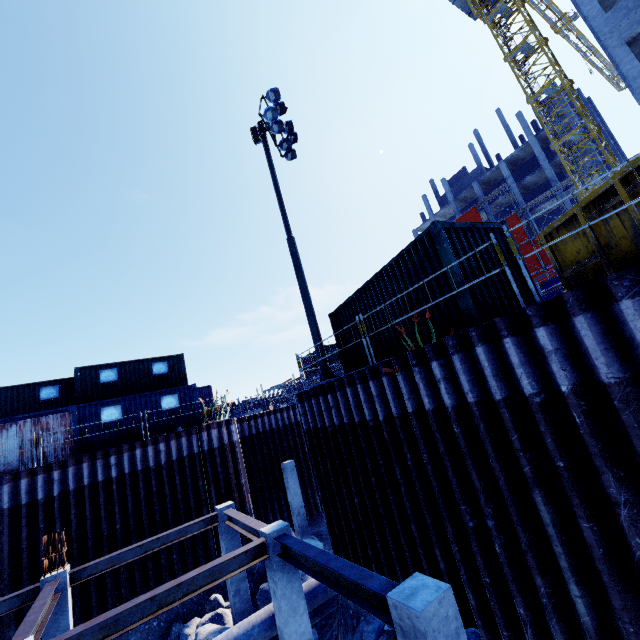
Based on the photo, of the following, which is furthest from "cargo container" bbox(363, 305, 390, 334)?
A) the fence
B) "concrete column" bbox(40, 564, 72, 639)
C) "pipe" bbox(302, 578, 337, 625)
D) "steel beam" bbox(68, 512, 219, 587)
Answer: the fence

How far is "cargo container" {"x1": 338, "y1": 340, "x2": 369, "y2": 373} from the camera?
10.53m

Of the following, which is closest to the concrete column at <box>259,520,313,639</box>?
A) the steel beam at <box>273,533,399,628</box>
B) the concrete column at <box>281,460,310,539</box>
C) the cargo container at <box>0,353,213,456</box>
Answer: the steel beam at <box>273,533,399,628</box>

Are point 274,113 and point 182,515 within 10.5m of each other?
no

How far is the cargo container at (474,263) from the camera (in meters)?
6.81

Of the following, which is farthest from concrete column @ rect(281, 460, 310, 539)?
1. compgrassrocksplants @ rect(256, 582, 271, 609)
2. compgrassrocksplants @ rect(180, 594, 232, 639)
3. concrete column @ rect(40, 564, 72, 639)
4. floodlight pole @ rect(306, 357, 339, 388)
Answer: concrete column @ rect(40, 564, 72, 639)

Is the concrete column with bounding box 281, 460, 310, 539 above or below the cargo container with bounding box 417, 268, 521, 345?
below

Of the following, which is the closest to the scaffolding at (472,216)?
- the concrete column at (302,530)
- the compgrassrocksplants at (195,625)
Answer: the concrete column at (302,530)
